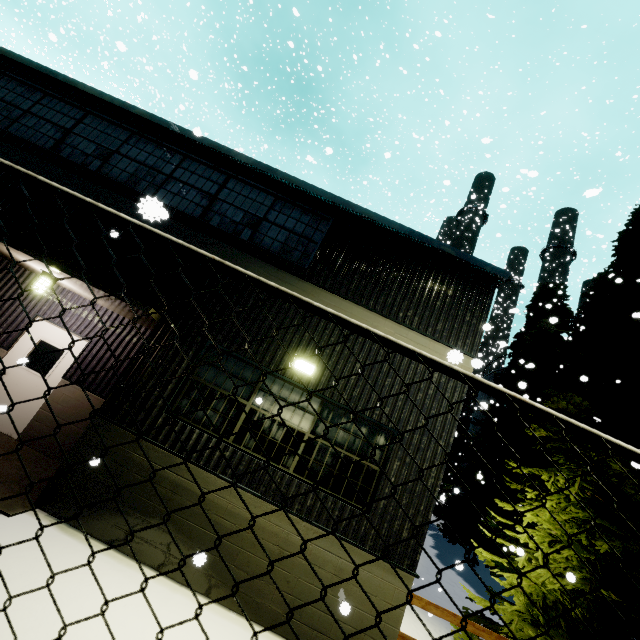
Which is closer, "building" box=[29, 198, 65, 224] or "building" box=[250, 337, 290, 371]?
"building" box=[250, 337, 290, 371]

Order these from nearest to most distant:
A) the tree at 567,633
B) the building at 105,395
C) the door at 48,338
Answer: the building at 105,395 < the tree at 567,633 < the door at 48,338

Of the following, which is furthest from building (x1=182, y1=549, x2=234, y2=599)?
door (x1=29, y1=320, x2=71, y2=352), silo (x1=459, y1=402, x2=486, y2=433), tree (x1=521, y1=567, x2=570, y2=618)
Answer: tree (x1=521, y1=567, x2=570, y2=618)

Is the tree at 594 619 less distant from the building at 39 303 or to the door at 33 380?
the building at 39 303

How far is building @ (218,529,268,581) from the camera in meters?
5.0

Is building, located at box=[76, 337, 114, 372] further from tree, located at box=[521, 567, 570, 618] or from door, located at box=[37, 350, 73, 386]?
tree, located at box=[521, 567, 570, 618]

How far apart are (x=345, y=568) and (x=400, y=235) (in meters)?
6.51
